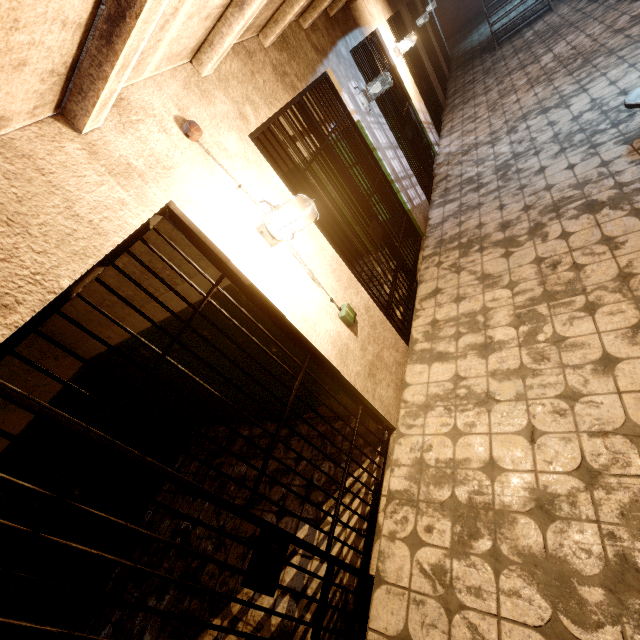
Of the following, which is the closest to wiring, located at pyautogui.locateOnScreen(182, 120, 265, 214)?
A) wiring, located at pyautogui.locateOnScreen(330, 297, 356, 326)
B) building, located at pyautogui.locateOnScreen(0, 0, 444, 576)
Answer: building, located at pyautogui.locateOnScreen(0, 0, 444, 576)

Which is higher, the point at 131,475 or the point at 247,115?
the point at 247,115

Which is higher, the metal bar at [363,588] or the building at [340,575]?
the metal bar at [363,588]

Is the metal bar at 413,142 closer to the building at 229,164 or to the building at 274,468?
the building at 229,164

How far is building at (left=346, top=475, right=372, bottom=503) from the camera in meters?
2.5 m

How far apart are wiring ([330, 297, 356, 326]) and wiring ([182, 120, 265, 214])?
1.22m

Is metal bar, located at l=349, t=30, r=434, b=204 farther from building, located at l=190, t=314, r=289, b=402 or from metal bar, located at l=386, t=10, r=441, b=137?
building, located at l=190, t=314, r=289, b=402

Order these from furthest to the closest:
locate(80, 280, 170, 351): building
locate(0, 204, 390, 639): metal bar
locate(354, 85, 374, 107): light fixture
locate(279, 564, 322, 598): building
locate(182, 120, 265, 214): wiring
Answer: locate(354, 85, 374, 107): light fixture < locate(80, 280, 170, 351): building < locate(279, 564, 322, 598): building < locate(182, 120, 265, 214): wiring < locate(0, 204, 390, 639): metal bar
